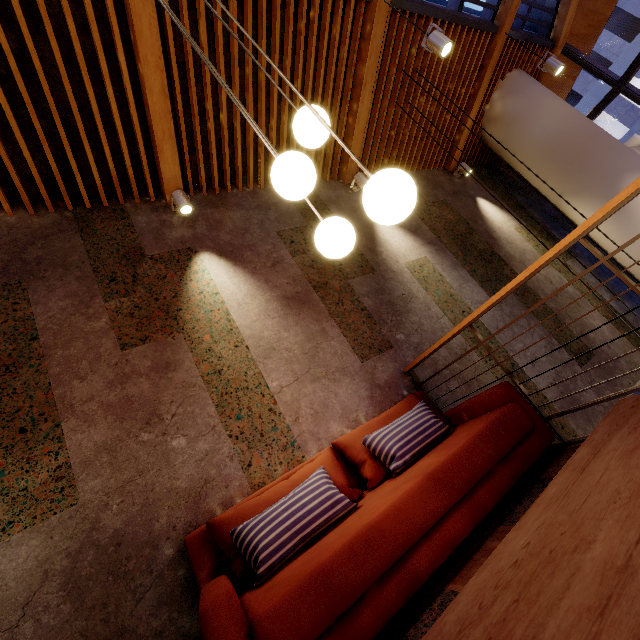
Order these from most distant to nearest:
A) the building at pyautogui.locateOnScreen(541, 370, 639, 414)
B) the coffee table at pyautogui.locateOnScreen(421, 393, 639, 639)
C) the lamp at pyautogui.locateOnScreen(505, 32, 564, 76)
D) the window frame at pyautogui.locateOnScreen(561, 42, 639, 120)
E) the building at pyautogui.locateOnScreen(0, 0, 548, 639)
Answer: the window frame at pyautogui.locateOnScreen(561, 42, 639, 120) → the lamp at pyautogui.locateOnScreen(505, 32, 564, 76) → the building at pyautogui.locateOnScreen(541, 370, 639, 414) → the building at pyautogui.locateOnScreen(0, 0, 548, 639) → the coffee table at pyautogui.locateOnScreen(421, 393, 639, 639)

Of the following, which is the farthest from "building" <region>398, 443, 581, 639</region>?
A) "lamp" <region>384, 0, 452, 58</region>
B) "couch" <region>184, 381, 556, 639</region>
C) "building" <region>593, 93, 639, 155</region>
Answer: "building" <region>593, 93, 639, 155</region>

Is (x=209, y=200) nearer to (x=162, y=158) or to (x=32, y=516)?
(x=162, y=158)

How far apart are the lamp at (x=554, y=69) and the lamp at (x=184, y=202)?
5.5m

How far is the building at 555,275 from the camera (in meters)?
4.30

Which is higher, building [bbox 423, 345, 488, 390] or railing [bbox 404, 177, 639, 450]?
railing [bbox 404, 177, 639, 450]

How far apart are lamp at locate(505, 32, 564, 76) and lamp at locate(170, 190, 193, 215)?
5.51m

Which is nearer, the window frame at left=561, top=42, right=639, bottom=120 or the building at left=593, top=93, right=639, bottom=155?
the window frame at left=561, top=42, right=639, bottom=120
